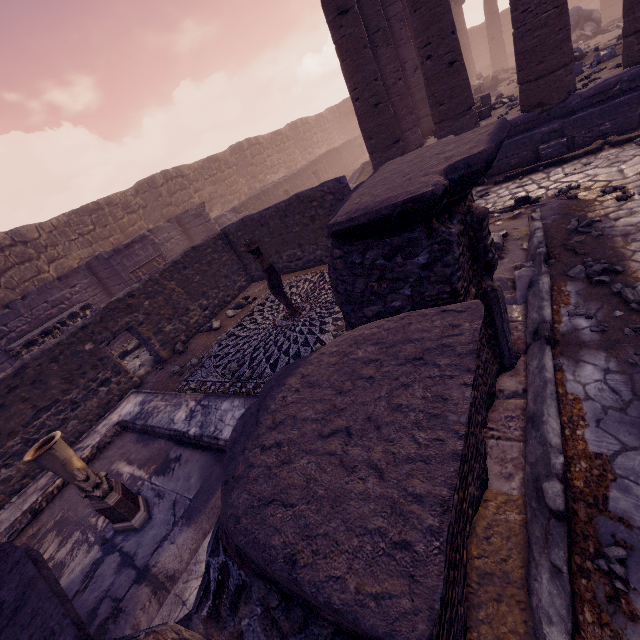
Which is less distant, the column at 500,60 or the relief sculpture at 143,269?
the relief sculpture at 143,269

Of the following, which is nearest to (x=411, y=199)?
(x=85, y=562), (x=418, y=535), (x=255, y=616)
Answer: (x=418, y=535)

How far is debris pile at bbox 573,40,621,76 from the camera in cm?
916

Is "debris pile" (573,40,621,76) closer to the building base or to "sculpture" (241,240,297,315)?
the building base

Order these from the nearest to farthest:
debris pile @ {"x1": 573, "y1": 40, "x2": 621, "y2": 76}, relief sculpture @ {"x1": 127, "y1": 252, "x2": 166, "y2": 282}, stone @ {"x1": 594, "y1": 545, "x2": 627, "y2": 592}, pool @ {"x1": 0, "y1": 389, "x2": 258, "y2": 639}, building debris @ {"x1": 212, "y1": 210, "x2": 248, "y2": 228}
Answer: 1. stone @ {"x1": 594, "y1": 545, "x2": 627, "y2": 592}
2. pool @ {"x1": 0, "y1": 389, "x2": 258, "y2": 639}
3. debris pile @ {"x1": 573, "y1": 40, "x2": 621, "y2": 76}
4. relief sculpture @ {"x1": 127, "y1": 252, "x2": 166, "y2": 282}
5. building debris @ {"x1": 212, "y1": 210, "x2": 248, "y2": 228}

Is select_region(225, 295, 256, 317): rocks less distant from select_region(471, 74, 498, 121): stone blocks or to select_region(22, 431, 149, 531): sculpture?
select_region(22, 431, 149, 531): sculpture

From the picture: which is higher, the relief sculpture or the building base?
the relief sculpture

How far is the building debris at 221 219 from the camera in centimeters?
1537cm
